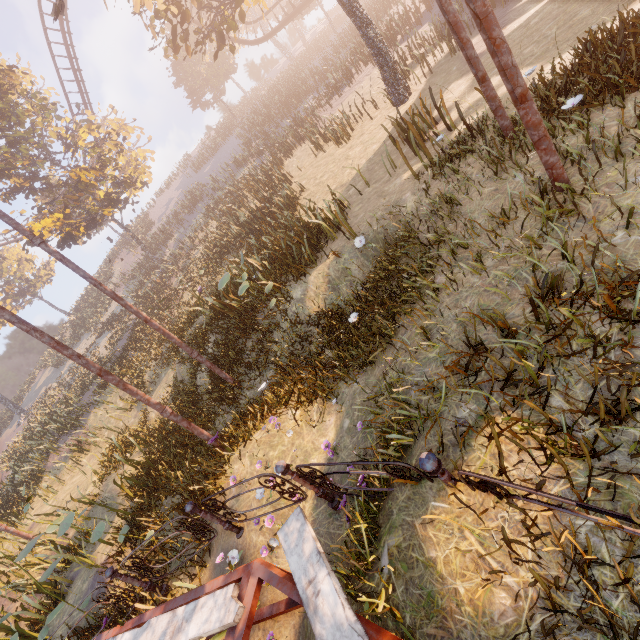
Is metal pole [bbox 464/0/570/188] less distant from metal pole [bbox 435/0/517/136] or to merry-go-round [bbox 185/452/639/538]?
metal pole [bbox 435/0/517/136]

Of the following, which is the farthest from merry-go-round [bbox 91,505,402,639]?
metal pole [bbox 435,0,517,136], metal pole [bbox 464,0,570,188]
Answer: metal pole [bbox 435,0,517,136]

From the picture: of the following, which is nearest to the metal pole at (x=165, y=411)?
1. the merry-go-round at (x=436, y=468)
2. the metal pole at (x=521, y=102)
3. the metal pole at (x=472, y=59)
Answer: the merry-go-round at (x=436, y=468)

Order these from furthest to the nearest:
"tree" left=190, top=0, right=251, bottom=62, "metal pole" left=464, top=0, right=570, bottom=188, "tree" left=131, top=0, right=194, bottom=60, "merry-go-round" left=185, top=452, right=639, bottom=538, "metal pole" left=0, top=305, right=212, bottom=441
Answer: "tree" left=190, top=0, right=251, bottom=62, "tree" left=131, top=0, right=194, bottom=60, "metal pole" left=0, top=305, right=212, bottom=441, "metal pole" left=464, top=0, right=570, bottom=188, "merry-go-round" left=185, top=452, right=639, bottom=538

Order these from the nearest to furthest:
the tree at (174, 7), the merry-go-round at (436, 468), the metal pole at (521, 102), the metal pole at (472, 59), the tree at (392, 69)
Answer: the merry-go-round at (436, 468) → the metal pole at (521, 102) → the metal pole at (472, 59) → the tree at (174, 7) → the tree at (392, 69)

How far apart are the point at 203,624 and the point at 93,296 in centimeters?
5360cm

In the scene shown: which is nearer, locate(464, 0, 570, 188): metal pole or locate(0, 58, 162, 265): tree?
locate(464, 0, 570, 188): metal pole

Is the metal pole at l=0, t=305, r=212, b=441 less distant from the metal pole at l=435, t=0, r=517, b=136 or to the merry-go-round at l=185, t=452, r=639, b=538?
the merry-go-round at l=185, t=452, r=639, b=538
